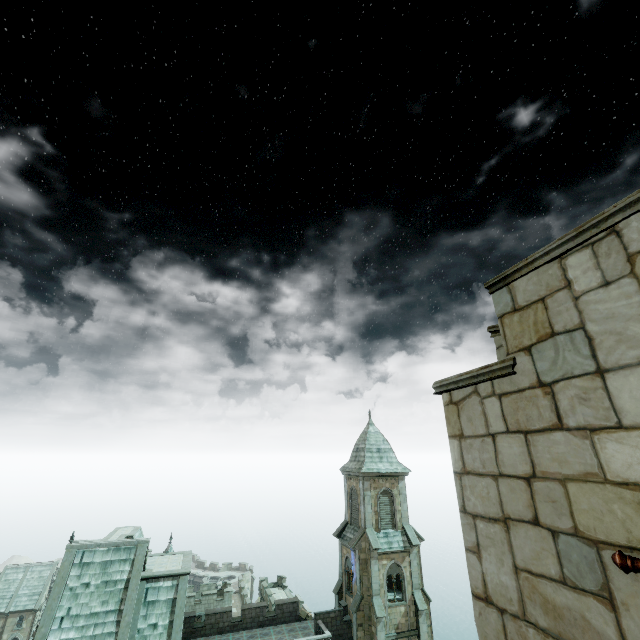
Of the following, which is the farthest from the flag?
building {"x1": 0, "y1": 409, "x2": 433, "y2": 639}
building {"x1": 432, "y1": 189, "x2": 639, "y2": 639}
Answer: building {"x1": 0, "y1": 409, "x2": 433, "y2": 639}

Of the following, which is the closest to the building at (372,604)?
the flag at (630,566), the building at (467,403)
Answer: the building at (467,403)

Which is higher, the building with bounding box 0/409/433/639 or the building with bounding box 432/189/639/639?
the building with bounding box 432/189/639/639

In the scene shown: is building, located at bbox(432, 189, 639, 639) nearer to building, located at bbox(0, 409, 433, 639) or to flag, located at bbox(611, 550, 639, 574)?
flag, located at bbox(611, 550, 639, 574)

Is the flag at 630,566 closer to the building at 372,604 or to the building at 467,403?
the building at 467,403

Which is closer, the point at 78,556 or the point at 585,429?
the point at 585,429
